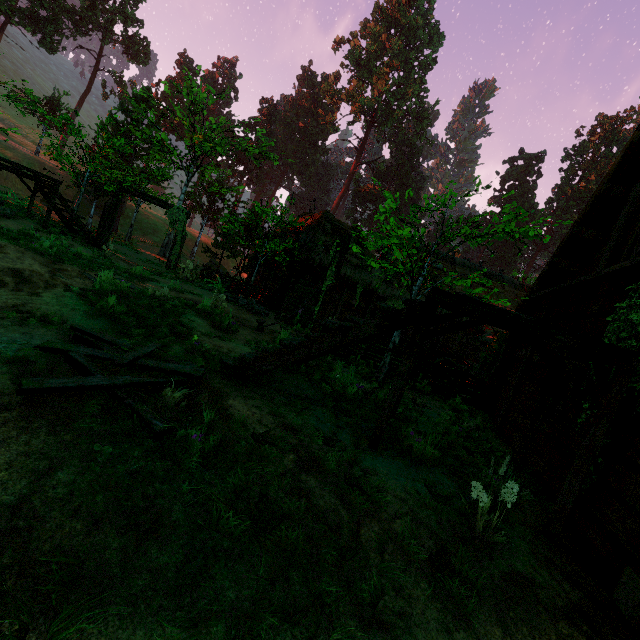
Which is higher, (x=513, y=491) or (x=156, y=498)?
(x=513, y=491)

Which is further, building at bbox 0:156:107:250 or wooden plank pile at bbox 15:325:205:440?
building at bbox 0:156:107:250

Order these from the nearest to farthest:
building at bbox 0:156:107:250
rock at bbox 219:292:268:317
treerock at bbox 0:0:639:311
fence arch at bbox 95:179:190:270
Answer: treerock at bbox 0:0:639:311 < building at bbox 0:156:107:250 < rock at bbox 219:292:268:317 < fence arch at bbox 95:179:190:270

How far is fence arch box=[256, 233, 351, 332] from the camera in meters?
9.6

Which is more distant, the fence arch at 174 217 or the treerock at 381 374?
the fence arch at 174 217

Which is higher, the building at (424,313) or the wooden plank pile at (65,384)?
the building at (424,313)

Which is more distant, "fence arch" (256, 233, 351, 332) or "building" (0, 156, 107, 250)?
"building" (0, 156, 107, 250)
